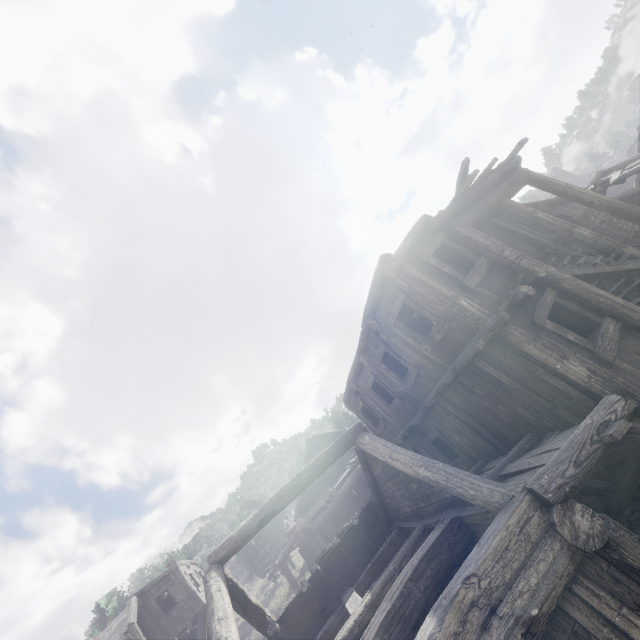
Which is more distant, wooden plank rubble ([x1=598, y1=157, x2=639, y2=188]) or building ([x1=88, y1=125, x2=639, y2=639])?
wooden plank rubble ([x1=598, y1=157, x2=639, y2=188])

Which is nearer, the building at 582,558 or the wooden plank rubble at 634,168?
the building at 582,558

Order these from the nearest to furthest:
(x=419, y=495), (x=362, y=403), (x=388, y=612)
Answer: (x=388, y=612), (x=419, y=495), (x=362, y=403)
